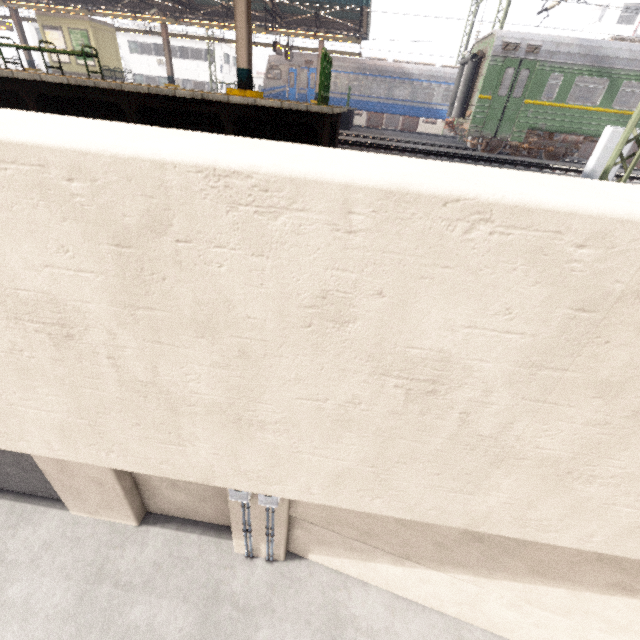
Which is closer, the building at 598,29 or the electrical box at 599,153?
the electrical box at 599,153

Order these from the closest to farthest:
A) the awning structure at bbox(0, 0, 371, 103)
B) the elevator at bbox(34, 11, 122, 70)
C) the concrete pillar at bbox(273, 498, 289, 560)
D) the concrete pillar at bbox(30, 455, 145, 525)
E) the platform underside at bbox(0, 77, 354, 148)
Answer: the platform underside at bbox(0, 77, 354, 148) < the concrete pillar at bbox(273, 498, 289, 560) < the concrete pillar at bbox(30, 455, 145, 525) < the awning structure at bbox(0, 0, 371, 103) < the elevator at bbox(34, 11, 122, 70)

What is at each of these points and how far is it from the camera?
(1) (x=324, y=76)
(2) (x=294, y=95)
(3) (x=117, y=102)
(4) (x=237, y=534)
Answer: (1) barrier, 7.66m
(2) train, 23.73m
(3) platform underside, 6.29m
(4) concrete pillar, 8.02m

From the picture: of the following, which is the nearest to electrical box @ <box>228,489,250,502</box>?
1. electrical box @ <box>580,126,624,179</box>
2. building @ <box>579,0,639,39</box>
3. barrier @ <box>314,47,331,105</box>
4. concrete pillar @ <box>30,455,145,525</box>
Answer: concrete pillar @ <box>30,455,145,525</box>

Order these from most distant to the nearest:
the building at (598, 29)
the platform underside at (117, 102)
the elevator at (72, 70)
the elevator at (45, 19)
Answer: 1. the building at (598, 29)
2. the elevator at (72, 70)
3. the elevator at (45, 19)
4. the platform underside at (117, 102)

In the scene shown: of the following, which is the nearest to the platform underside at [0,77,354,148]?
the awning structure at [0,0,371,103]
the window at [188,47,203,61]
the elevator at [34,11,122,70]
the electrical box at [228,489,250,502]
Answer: the electrical box at [228,489,250,502]

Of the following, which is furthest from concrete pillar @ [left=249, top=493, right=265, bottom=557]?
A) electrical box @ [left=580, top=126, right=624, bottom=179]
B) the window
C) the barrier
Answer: the window

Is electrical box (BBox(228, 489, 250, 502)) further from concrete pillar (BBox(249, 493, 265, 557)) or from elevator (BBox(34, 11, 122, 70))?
elevator (BBox(34, 11, 122, 70))
